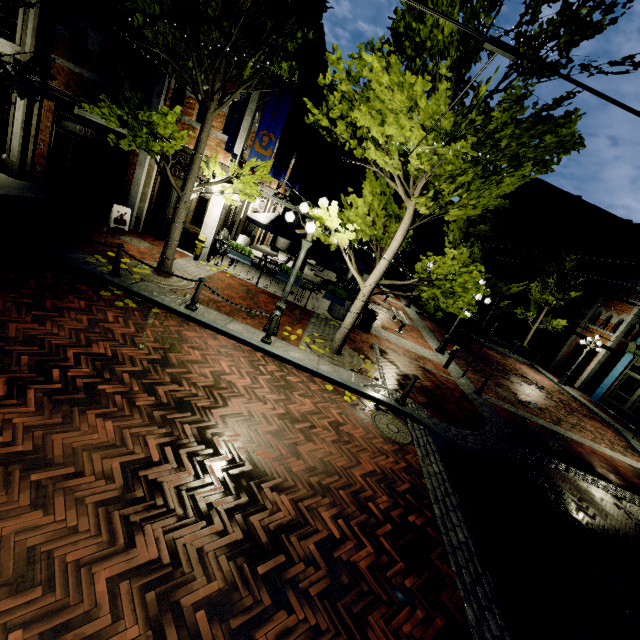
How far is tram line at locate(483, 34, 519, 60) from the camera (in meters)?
2.34

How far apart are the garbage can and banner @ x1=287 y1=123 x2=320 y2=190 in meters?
9.0 m

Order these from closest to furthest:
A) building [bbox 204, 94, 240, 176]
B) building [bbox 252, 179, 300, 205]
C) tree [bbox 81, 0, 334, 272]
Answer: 1. tree [bbox 81, 0, 334, 272]
2. building [bbox 204, 94, 240, 176]
3. building [bbox 252, 179, 300, 205]

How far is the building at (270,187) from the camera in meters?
14.4 m

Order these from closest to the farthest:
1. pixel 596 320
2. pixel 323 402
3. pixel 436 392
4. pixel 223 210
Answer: pixel 323 402 → pixel 436 392 → pixel 223 210 → pixel 596 320

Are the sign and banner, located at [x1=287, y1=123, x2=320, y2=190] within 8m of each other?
no

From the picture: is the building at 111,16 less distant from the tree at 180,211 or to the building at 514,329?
the tree at 180,211

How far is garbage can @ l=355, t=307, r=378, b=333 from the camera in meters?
12.1 m
